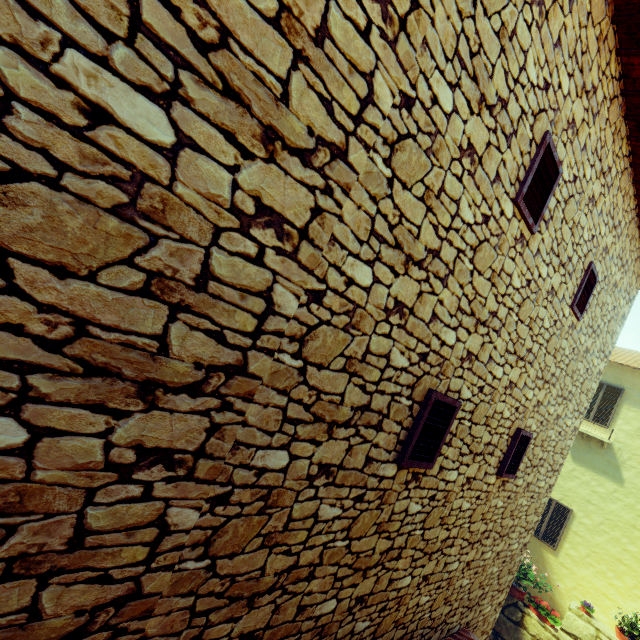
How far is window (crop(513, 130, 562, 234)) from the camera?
2.8 meters

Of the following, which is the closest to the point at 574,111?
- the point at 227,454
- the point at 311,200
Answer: the point at 311,200

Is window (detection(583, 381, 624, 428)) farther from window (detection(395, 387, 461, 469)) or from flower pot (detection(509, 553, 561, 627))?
flower pot (detection(509, 553, 561, 627))

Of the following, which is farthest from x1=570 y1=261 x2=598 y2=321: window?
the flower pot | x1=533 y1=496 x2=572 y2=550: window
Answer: the flower pot

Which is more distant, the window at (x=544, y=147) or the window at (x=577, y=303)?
the window at (x=577, y=303)

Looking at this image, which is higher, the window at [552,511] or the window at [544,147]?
the window at [544,147]

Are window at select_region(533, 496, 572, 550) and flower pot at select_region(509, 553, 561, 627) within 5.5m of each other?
yes
